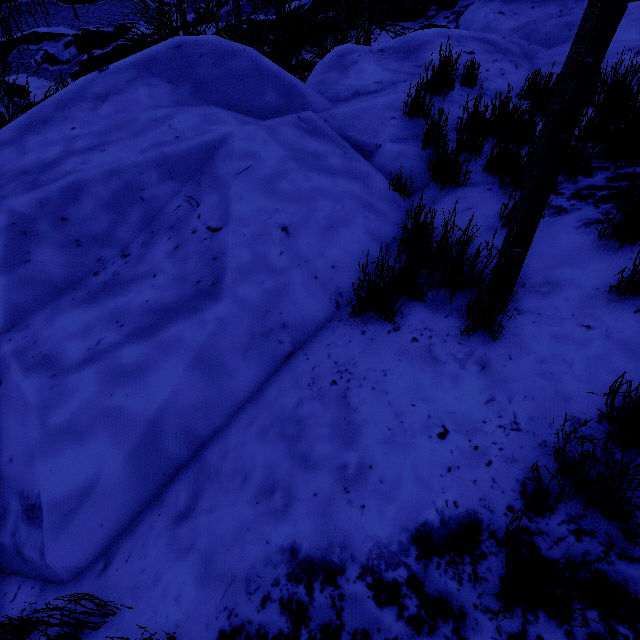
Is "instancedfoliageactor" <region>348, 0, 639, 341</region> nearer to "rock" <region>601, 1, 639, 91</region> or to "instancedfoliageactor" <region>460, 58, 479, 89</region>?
"rock" <region>601, 1, 639, 91</region>

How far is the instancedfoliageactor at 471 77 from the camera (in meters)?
4.31

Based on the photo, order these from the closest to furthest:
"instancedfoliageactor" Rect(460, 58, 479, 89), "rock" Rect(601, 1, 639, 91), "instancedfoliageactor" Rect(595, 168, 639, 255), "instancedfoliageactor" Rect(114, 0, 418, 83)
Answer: "instancedfoliageactor" Rect(595, 168, 639, 255), "rock" Rect(601, 1, 639, 91), "instancedfoliageactor" Rect(460, 58, 479, 89), "instancedfoliageactor" Rect(114, 0, 418, 83)

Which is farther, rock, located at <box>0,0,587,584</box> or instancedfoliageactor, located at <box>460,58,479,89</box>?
instancedfoliageactor, located at <box>460,58,479,89</box>

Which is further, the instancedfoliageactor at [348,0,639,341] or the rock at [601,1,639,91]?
the rock at [601,1,639,91]

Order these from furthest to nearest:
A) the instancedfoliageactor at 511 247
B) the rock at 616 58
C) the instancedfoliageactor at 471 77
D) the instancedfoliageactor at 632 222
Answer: the instancedfoliageactor at 471 77 → the rock at 616 58 → the instancedfoliageactor at 632 222 → the instancedfoliageactor at 511 247

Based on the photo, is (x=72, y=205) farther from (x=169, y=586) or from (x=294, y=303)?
(x=169, y=586)
